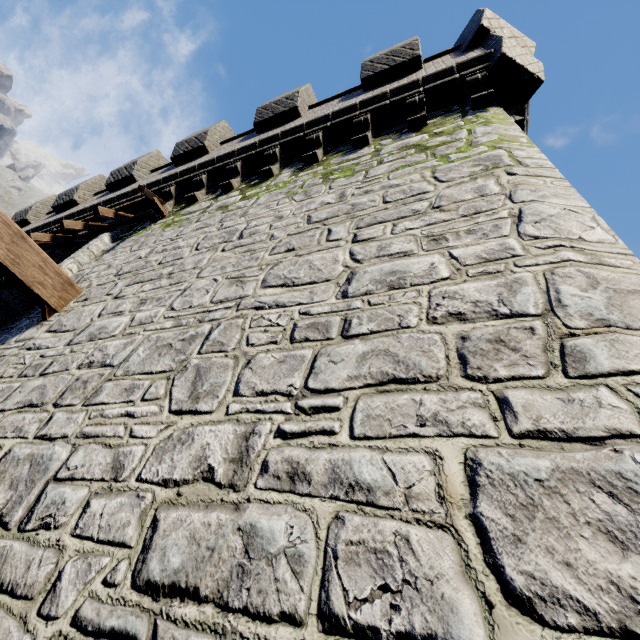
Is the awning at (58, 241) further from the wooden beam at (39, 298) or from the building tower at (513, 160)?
the wooden beam at (39, 298)

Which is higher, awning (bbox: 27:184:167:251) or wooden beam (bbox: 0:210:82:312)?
awning (bbox: 27:184:167:251)

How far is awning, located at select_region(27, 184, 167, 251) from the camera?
7.1m

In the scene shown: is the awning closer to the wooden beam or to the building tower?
the building tower

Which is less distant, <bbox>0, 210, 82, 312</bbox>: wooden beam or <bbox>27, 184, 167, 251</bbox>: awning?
<bbox>0, 210, 82, 312</bbox>: wooden beam

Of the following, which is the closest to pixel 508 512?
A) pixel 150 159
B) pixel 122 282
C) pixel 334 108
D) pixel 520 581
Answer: pixel 520 581
